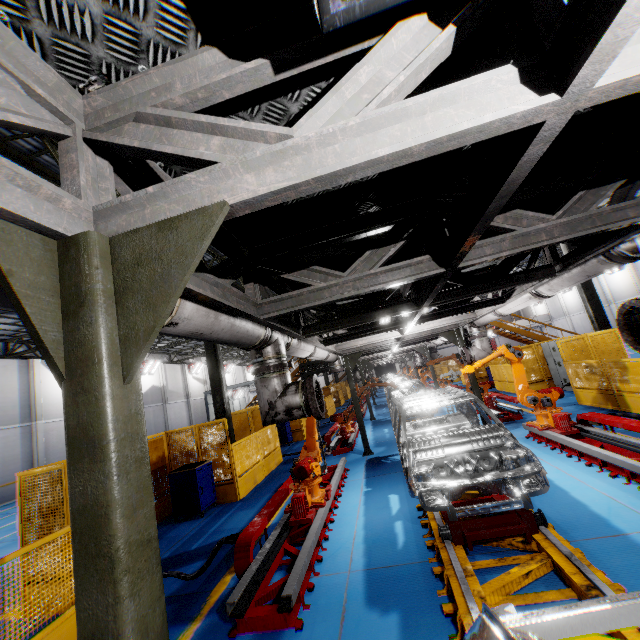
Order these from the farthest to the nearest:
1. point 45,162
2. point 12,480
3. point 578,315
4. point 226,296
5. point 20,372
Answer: point 578,315, point 20,372, point 12,480, point 45,162, point 226,296

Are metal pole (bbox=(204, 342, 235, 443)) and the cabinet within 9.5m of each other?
no

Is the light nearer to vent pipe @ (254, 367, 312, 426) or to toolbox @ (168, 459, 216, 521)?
vent pipe @ (254, 367, 312, 426)

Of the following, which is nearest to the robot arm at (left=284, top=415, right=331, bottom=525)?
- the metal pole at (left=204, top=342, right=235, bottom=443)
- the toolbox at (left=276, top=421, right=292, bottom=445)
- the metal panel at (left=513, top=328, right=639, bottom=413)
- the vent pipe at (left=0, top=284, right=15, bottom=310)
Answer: the vent pipe at (left=0, top=284, right=15, bottom=310)

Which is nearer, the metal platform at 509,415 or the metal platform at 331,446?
the metal platform at 509,415

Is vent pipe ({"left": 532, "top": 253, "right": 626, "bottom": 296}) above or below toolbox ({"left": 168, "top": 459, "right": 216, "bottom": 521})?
above

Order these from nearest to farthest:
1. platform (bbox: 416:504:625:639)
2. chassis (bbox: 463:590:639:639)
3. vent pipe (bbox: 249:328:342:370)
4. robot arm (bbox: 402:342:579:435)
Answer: chassis (bbox: 463:590:639:639) < platform (bbox: 416:504:625:639) < vent pipe (bbox: 249:328:342:370) < robot arm (bbox: 402:342:579:435)

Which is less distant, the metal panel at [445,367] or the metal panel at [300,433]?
the metal panel at [300,433]
